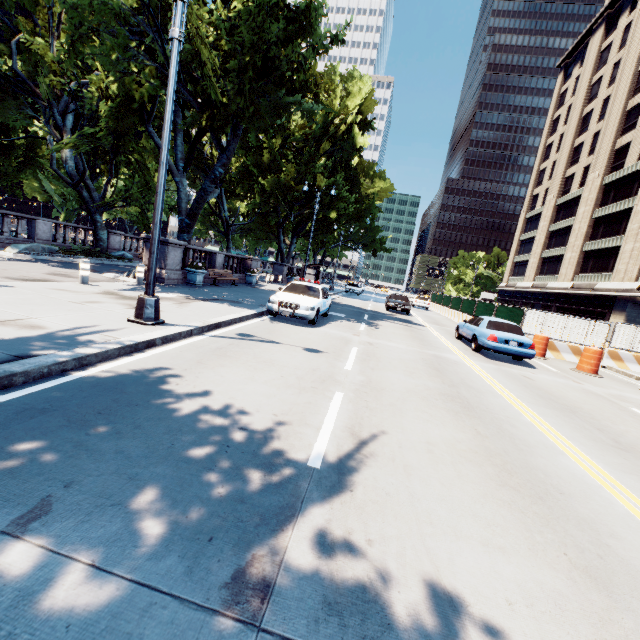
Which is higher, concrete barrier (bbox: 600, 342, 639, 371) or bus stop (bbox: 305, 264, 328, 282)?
bus stop (bbox: 305, 264, 328, 282)

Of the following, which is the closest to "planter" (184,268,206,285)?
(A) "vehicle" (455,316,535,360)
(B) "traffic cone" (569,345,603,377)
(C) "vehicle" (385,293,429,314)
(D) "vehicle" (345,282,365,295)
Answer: (A) "vehicle" (455,316,535,360)

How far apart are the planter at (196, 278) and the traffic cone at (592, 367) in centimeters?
1720cm

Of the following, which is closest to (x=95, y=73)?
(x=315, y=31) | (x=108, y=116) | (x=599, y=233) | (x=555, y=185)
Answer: (x=108, y=116)

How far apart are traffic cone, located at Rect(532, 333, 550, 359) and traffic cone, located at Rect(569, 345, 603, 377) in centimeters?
108cm

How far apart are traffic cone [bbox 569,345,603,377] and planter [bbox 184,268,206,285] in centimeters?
1720cm

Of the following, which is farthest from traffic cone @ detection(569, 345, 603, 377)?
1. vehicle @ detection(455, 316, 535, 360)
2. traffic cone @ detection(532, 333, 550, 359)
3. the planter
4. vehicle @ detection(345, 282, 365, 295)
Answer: vehicle @ detection(345, 282, 365, 295)

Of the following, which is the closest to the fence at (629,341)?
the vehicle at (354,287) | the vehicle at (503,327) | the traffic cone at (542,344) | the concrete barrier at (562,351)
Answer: the concrete barrier at (562,351)
